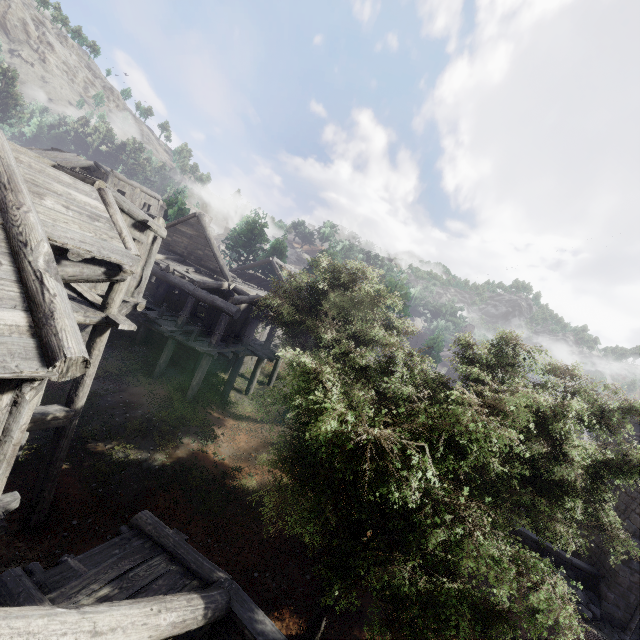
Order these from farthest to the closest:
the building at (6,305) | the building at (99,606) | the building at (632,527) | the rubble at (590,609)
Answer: the building at (632,527)
the rubble at (590,609)
the building at (6,305)
the building at (99,606)

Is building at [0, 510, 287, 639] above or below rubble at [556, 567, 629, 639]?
above

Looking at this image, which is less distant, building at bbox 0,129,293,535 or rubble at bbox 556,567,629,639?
building at bbox 0,129,293,535

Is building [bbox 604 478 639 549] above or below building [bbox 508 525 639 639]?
above

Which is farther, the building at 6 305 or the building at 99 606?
the building at 6 305

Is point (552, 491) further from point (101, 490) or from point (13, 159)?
point (13, 159)

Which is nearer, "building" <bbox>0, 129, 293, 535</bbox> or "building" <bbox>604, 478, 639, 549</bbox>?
"building" <bbox>0, 129, 293, 535</bbox>

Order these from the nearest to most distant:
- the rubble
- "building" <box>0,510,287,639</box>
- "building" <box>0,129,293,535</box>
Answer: "building" <box>0,510,287,639</box>
"building" <box>0,129,293,535</box>
the rubble
